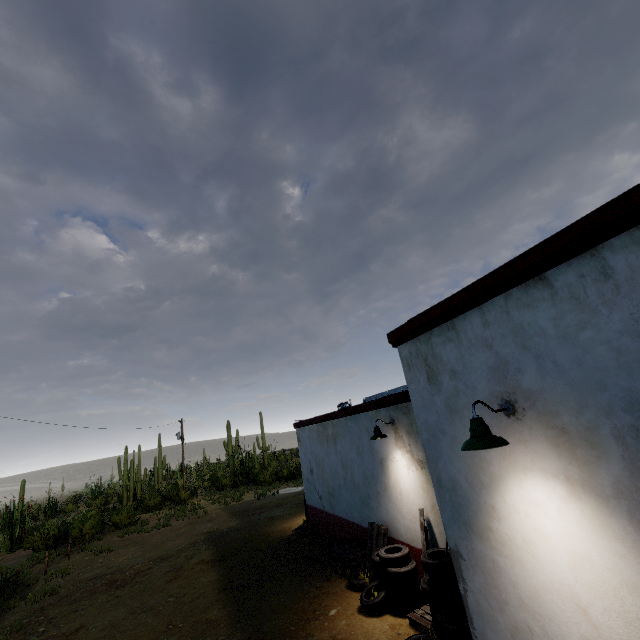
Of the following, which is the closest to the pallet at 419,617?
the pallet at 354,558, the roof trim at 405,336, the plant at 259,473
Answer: the pallet at 354,558

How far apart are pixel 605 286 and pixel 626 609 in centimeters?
266cm

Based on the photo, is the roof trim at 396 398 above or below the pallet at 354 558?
above

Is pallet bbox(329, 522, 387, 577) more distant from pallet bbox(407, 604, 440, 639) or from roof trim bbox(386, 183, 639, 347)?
roof trim bbox(386, 183, 639, 347)

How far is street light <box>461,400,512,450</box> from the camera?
3.04m

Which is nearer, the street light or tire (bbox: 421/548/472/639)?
the street light

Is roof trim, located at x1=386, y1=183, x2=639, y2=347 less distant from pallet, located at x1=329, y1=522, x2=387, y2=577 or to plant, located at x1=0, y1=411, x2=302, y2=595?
pallet, located at x1=329, y1=522, x2=387, y2=577

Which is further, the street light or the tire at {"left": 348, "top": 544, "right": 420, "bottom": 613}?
the tire at {"left": 348, "top": 544, "right": 420, "bottom": 613}
